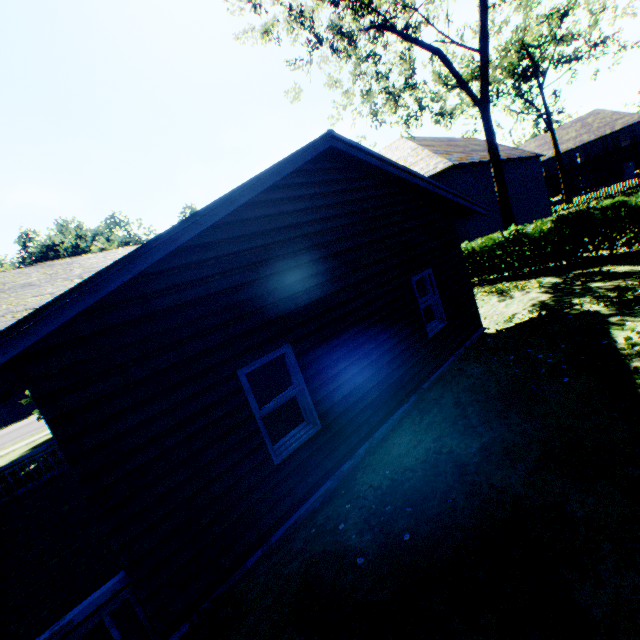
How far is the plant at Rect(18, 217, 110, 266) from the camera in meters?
53.4

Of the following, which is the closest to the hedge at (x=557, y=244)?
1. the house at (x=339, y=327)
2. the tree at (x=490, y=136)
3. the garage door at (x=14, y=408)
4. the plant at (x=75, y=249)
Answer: the house at (x=339, y=327)

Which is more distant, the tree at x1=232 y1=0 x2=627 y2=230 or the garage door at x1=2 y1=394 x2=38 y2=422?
the garage door at x1=2 y1=394 x2=38 y2=422

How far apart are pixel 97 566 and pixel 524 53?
50.86m

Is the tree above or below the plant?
below

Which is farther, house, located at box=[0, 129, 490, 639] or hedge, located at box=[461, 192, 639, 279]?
hedge, located at box=[461, 192, 639, 279]

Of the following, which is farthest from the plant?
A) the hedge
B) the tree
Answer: the hedge

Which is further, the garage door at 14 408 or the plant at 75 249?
the plant at 75 249
